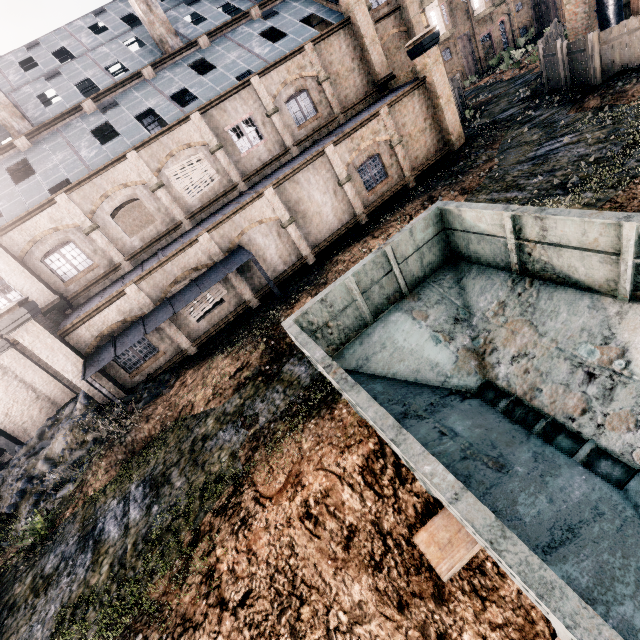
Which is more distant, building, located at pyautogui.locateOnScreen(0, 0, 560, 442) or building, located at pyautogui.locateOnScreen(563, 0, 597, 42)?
building, located at pyautogui.locateOnScreen(563, 0, 597, 42)

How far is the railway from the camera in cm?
539

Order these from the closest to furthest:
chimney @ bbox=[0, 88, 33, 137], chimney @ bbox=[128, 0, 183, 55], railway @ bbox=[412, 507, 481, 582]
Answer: railway @ bbox=[412, 507, 481, 582] < chimney @ bbox=[0, 88, 33, 137] < chimney @ bbox=[128, 0, 183, 55]

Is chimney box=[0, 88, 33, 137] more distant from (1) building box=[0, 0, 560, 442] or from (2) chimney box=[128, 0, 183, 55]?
(2) chimney box=[128, 0, 183, 55]

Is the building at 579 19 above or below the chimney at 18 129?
below

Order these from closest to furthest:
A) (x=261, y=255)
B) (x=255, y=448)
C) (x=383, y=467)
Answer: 1. (x=383, y=467)
2. (x=255, y=448)
3. (x=261, y=255)

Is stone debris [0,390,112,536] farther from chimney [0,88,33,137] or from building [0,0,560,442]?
chimney [0,88,33,137]

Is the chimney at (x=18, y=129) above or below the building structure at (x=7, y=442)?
above
